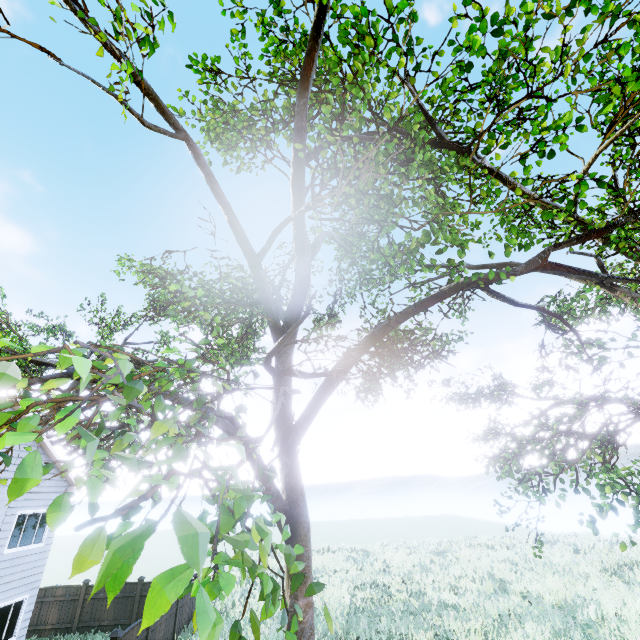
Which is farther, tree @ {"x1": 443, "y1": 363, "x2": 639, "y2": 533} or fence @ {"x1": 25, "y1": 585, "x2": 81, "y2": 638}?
fence @ {"x1": 25, "y1": 585, "x2": 81, "y2": 638}

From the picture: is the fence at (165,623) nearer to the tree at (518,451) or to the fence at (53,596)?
the tree at (518,451)

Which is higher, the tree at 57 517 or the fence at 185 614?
the tree at 57 517

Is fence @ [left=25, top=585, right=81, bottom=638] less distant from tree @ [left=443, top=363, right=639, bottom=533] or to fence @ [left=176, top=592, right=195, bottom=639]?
tree @ [left=443, top=363, right=639, bottom=533]

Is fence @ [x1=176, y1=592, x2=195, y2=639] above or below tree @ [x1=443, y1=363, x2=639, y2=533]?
below

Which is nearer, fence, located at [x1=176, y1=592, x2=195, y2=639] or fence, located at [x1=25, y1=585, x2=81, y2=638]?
fence, located at [x1=176, y1=592, x2=195, y2=639]

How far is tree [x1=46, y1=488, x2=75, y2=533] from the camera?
1.2 meters

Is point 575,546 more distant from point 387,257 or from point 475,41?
point 475,41
